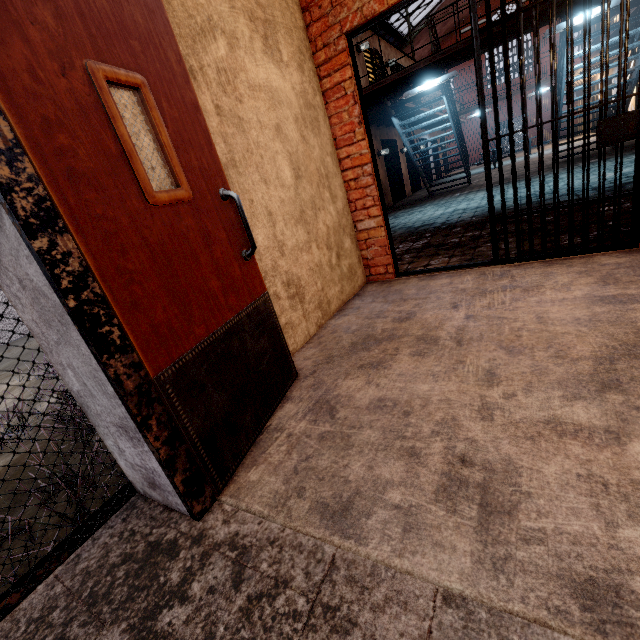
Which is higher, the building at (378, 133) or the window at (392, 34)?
the window at (392, 34)

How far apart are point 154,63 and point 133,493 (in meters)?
2.08

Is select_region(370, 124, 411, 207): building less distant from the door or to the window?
the window

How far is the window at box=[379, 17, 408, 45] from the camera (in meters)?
19.17

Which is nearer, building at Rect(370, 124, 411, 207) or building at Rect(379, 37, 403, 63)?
building at Rect(370, 124, 411, 207)

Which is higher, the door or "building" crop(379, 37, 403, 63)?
"building" crop(379, 37, 403, 63)

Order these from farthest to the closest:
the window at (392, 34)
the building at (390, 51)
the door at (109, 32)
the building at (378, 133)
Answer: the window at (392, 34) < the building at (390, 51) < the building at (378, 133) < the door at (109, 32)

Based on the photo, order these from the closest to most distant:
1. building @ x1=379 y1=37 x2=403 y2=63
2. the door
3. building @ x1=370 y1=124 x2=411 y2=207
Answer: the door → building @ x1=370 y1=124 x2=411 y2=207 → building @ x1=379 y1=37 x2=403 y2=63
